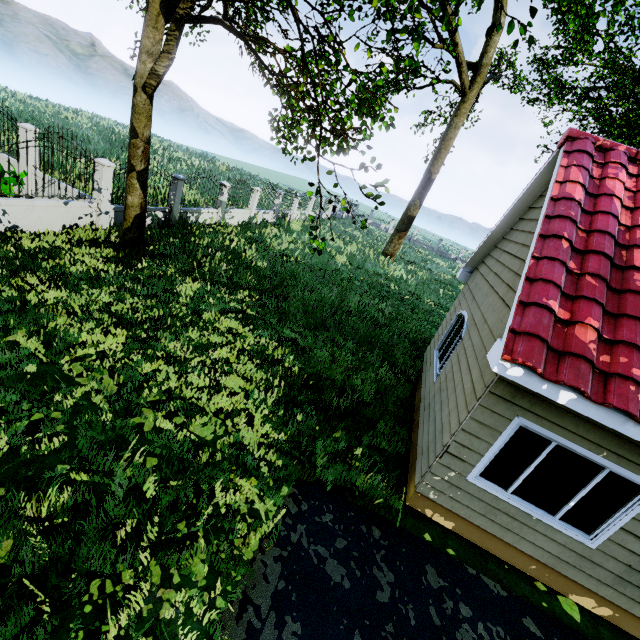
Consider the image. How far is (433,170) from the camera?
21.7m

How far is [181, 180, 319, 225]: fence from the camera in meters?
15.4

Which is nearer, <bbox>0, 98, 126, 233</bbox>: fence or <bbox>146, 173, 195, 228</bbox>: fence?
<bbox>0, 98, 126, 233</bbox>: fence

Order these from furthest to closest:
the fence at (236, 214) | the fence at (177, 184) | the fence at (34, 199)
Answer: the fence at (236, 214), the fence at (177, 184), the fence at (34, 199)

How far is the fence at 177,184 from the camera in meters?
12.7 m

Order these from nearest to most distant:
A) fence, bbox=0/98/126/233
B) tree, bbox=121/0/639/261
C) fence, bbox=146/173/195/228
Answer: tree, bbox=121/0/639/261 → fence, bbox=0/98/126/233 → fence, bbox=146/173/195/228

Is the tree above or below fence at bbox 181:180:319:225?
above
